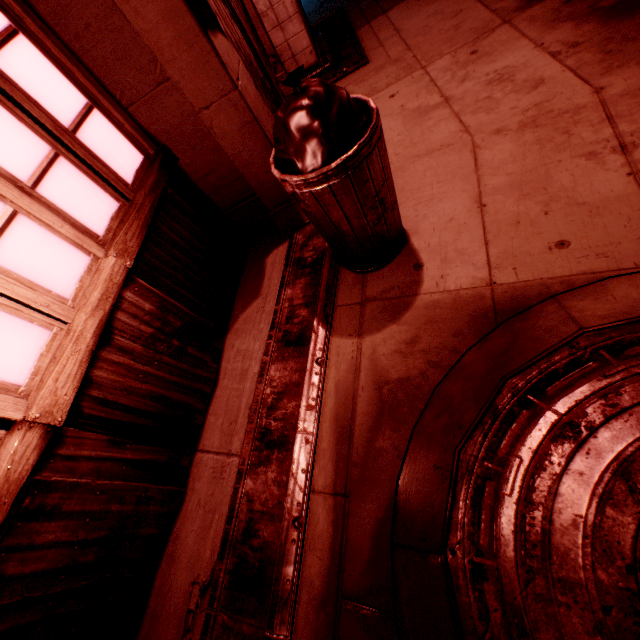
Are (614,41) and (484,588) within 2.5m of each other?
no

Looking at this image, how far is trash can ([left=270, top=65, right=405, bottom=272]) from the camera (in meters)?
1.70

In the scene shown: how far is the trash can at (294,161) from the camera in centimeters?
170cm
